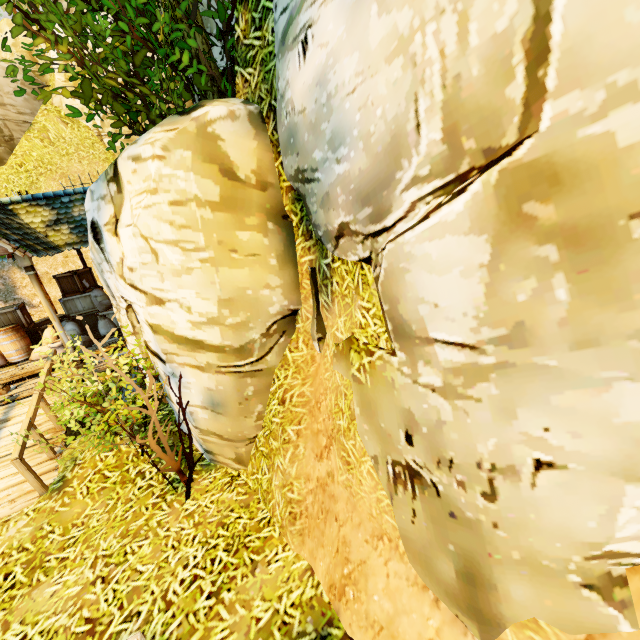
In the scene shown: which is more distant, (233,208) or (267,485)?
(267,485)

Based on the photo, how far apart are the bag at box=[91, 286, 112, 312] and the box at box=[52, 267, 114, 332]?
0.0m

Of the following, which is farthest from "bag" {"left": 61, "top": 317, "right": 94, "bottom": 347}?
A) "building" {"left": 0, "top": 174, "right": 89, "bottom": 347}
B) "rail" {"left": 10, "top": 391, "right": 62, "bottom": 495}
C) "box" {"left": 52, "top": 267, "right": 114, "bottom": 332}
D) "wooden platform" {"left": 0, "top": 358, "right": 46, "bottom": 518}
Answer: "rail" {"left": 10, "top": 391, "right": 62, "bottom": 495}

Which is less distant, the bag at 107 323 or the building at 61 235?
the building at 61 235

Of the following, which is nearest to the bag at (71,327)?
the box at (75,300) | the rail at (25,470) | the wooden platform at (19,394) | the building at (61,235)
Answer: the wooden platform at (19,394)

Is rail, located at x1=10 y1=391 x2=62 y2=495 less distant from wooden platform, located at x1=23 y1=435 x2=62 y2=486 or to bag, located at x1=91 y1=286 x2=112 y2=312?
wooden platform, located at x1=23 y1=435 x2=62 y2=486

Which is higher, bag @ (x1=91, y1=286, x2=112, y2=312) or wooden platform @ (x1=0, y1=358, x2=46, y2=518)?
bag @ (x1=91, y1=286, x2=112, y2=312)

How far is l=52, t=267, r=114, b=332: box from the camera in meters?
11.0
